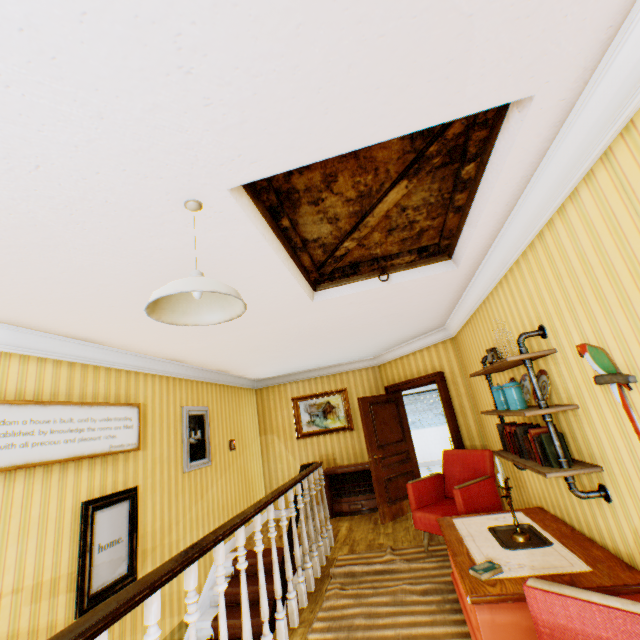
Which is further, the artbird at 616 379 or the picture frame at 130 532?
the picture frame at 130 532

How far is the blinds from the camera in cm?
1075

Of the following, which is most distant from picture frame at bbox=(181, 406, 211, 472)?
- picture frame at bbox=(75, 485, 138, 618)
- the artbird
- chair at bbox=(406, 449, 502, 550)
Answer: the artbird

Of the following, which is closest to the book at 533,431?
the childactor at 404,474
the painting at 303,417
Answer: the childactor at 404,474

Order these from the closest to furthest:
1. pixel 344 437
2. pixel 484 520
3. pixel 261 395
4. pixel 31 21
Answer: pixel 31 21
pixel 484 520
pixel 344 437
pixel 261 395

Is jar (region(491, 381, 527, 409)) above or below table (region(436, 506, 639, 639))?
above

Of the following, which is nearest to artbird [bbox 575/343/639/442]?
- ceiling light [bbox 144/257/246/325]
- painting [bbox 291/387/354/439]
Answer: ceiling light [bbox 144/257/246/325]

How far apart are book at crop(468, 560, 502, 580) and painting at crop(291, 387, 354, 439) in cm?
506
